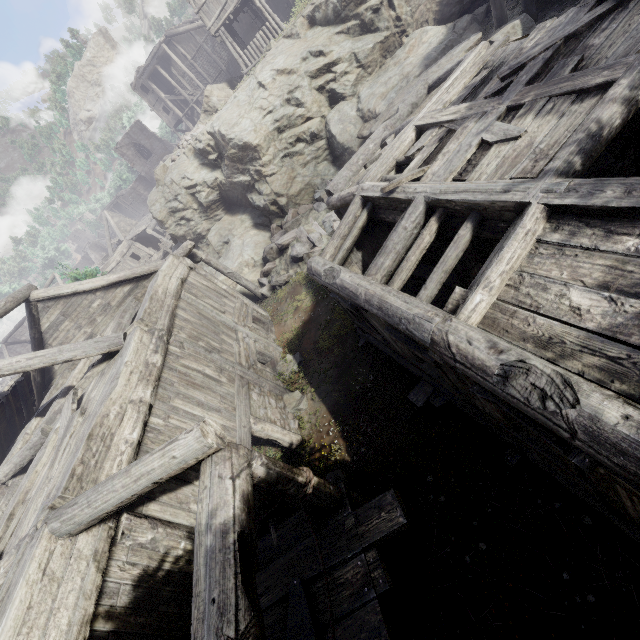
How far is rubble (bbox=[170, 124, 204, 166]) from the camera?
19.92m

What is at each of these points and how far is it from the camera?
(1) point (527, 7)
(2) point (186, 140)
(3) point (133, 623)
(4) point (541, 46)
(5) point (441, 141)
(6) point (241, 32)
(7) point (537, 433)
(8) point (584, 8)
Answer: (1) building, 12.17m
(2) rubble, 20.28m
(3) building, 3.97m
(4) wooden plank rubble, 5.93m
(5) wooden plank rubble, 6.73m
(6) building, 28.42m
(7) building, 3.51m
(8) building, 5.75m

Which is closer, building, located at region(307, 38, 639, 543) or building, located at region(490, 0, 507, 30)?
building, located at region(307, 38, 639, 543)

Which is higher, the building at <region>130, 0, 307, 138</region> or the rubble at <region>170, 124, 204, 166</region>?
the building at <region>130, 0, 307, 138</region>

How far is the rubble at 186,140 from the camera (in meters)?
19.92

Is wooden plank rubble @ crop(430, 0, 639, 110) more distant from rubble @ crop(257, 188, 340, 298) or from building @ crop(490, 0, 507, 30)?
rubble @ crop(257, 188, 340, 298)

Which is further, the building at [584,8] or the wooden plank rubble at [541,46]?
the building at [584,8]

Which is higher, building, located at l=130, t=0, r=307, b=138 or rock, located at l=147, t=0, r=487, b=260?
building, located at l=130, t=0, r=307, b=138
